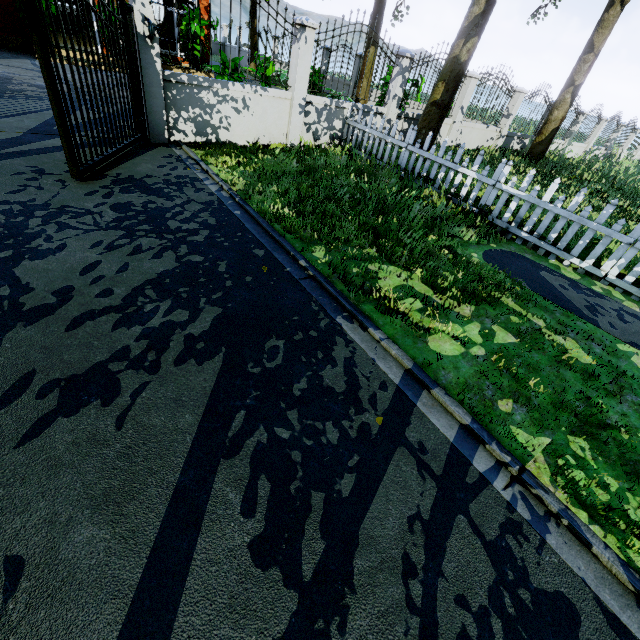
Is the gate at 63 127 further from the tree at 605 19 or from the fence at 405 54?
the tree at 605 19

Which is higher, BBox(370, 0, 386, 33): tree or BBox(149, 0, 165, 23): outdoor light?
BBox(370, 0, 386, 33): tree

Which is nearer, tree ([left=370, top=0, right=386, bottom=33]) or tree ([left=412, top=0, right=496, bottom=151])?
tree ([left=412, top=0, right=496, bottom=151])

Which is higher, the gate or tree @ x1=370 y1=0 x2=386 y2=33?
tree @ x1=370 y1=0 x2=386 y2=33

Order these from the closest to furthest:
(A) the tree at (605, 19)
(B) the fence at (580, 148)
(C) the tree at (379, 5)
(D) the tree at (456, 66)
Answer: (D) the tree at (456, 66)
(A) the tree at (605, 19)
(C) the tree at (379, 5)
(B) the fence at (580, 148)

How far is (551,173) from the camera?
11.0m

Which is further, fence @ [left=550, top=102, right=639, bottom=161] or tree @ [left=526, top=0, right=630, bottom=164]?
fence @ [left=550, top=102, right=639, bottom=161]
